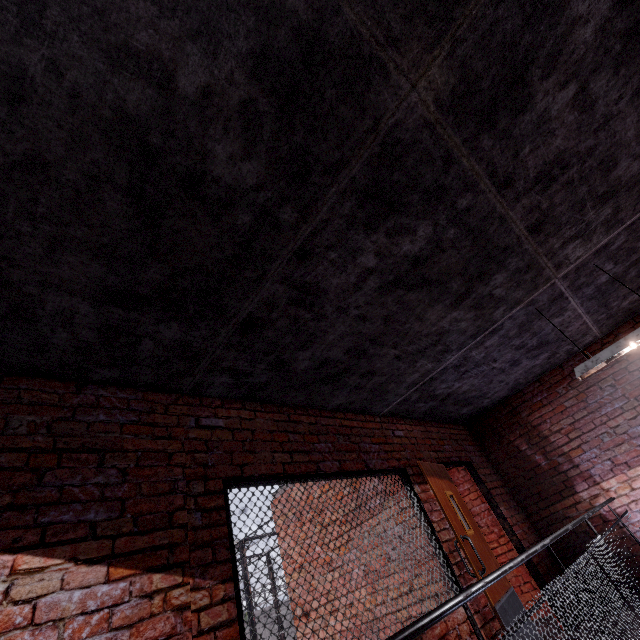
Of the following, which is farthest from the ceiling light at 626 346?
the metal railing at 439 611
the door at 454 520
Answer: the door at 454 520

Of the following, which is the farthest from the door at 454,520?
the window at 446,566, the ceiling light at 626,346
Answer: the ceiling light at 626,346

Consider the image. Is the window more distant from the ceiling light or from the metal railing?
the ceiling light

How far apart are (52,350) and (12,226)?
0.9m

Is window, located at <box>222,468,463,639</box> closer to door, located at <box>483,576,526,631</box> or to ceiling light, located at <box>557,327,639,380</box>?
door, located at <box>483,576,526,631</box>

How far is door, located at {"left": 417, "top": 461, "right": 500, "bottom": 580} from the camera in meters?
3.6

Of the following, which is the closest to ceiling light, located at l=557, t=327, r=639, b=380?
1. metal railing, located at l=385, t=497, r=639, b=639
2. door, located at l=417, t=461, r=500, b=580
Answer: metal railing, located at l=385, t=497, r=639, b=639

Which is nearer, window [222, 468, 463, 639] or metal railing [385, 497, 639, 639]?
metal railing [385, 497, 639, 639]
